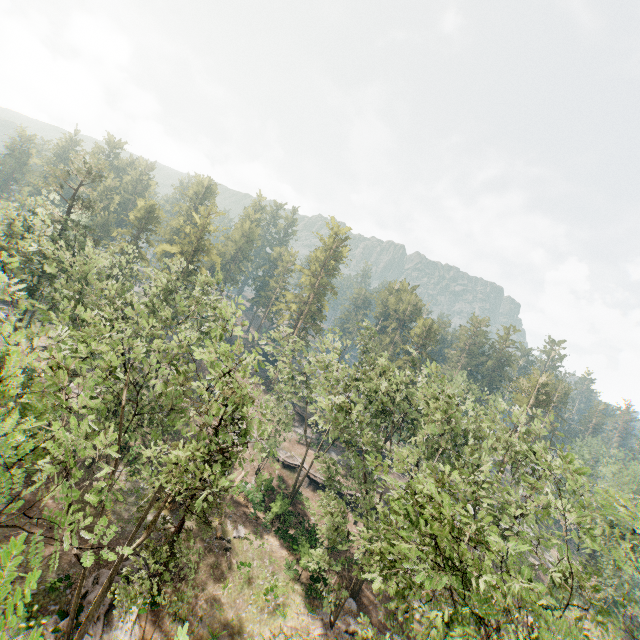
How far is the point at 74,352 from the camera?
14.9m

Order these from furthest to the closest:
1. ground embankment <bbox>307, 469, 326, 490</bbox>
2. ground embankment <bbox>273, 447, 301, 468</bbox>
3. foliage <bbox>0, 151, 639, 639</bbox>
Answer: ground embankment <bbox>273, 447, 301, 468</bbox> → ground embankment <bbox>307, 469, 326, 490</bbox> → foliage <bbox>0, 151, 639, 639</bbox>

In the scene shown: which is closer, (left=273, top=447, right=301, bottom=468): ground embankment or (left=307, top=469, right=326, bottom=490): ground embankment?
(left=307, top=469, right=326, bottom=490): ground embankment

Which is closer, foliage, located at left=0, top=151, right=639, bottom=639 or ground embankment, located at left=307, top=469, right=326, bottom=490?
foliage, located at left=0, top=151, right=639, bottom=639

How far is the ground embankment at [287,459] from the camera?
41.3 meters

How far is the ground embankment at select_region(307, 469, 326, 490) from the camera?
40.1m

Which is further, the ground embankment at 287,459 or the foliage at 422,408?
the ground embankment at 287,459
